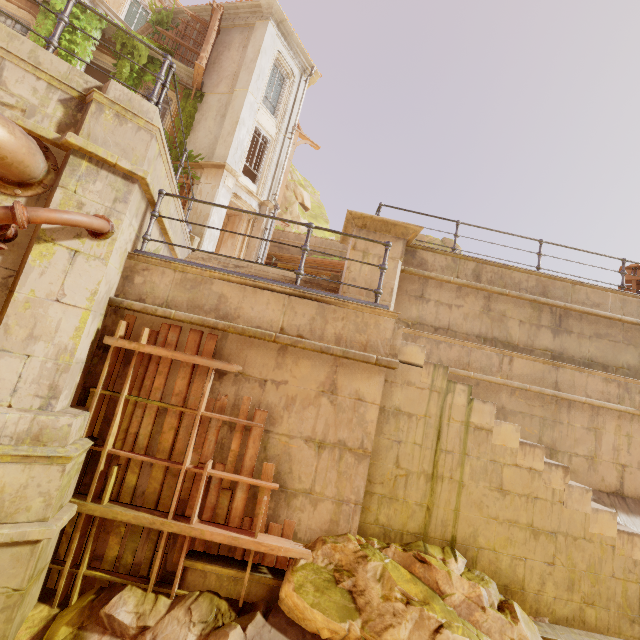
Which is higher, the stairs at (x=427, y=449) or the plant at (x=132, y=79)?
the plant at (x=132, y=79)

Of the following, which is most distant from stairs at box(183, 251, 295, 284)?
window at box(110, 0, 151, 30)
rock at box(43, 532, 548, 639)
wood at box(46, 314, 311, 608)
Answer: window at box(110, 0, 151, 30)

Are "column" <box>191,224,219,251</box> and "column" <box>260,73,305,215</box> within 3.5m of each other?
yes

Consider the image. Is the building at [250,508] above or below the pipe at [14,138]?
below

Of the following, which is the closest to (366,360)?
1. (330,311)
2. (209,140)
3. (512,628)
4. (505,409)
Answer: (330,311)

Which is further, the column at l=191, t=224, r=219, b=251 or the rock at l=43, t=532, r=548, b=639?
the column at l=191, t=224, r=219, b=251

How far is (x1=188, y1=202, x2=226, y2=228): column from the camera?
12.8 meters

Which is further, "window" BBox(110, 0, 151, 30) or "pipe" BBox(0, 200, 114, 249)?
"window" BBox(110, 0, 151, 30)
